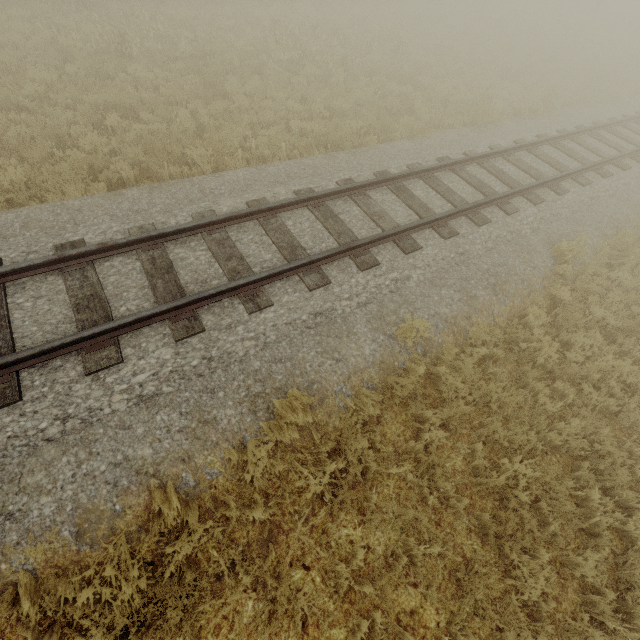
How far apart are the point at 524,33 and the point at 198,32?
20.2 meters
